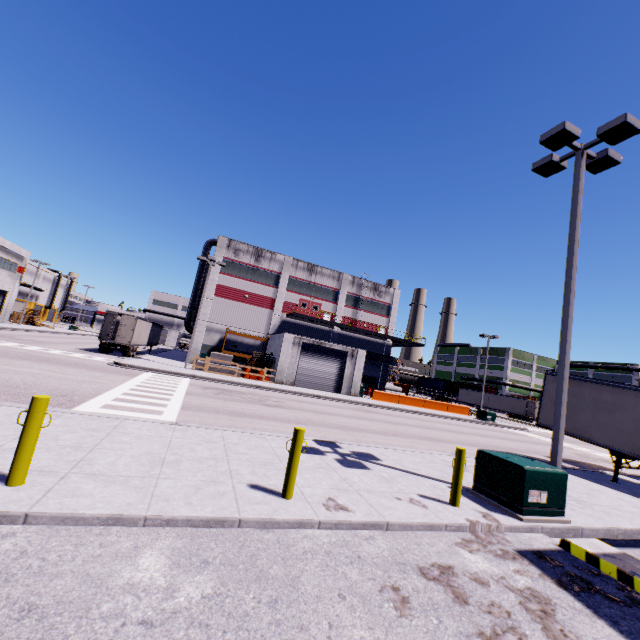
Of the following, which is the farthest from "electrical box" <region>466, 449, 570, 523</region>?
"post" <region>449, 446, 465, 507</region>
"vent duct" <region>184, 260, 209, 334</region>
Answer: "vent duct" <region>184, 260, 209, 334</region>

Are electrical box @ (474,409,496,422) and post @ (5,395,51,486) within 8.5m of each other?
no

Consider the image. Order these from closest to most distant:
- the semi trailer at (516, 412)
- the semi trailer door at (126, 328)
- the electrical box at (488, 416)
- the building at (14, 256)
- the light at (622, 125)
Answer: the light at (622, 125) → the semi trailer door at (126, 328) → the electrical box at (488, 416) → the building at (14, 256) → the semi trailer at (516, 412)

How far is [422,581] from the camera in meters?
4.2

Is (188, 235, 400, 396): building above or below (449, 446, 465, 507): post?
above

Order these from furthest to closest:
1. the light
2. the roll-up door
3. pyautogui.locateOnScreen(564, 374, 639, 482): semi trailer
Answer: the roll-up door, pyautogui.locateOnScreen(564, 374, 639, 482): semi trailer, the light

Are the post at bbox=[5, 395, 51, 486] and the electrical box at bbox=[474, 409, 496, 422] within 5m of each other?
no

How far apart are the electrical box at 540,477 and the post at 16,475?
8.5 meters
